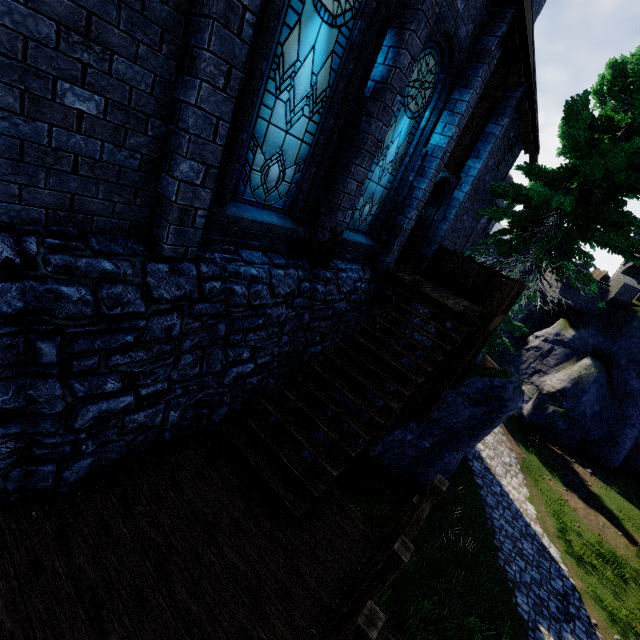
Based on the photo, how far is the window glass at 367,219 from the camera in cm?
617

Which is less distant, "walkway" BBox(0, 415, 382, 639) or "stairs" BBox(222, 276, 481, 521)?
"walkway" BBox(0, 415, 382, 639)

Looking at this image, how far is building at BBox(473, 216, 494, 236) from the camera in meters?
38.9

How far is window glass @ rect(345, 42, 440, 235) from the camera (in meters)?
6.17

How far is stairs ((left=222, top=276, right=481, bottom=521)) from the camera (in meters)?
4.91

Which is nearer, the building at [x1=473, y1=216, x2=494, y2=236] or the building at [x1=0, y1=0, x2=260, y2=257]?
the building at [x1=0, y1=0, x2=260, y2=257]

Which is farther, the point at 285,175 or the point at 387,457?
the point at 387,457

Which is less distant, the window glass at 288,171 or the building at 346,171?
the window glass at 288,171
